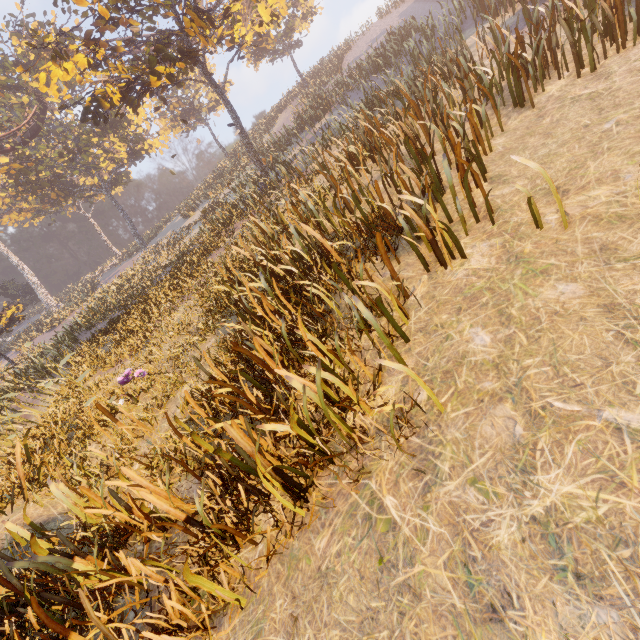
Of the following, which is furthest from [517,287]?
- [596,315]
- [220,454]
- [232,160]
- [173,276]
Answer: [232,160]
